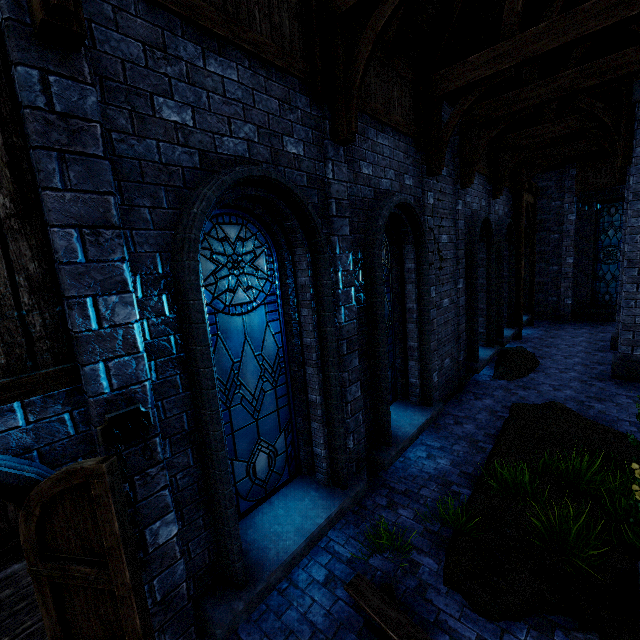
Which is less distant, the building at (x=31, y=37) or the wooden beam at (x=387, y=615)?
the building at (x=31, y=37)

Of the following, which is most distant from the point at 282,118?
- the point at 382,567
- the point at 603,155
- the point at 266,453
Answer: the point at 603,155

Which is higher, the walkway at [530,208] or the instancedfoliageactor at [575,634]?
the walkway at [530,208]

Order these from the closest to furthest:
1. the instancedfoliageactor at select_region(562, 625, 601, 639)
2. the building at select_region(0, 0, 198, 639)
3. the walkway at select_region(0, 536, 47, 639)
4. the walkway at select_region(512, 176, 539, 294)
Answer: the building at select_region(0, 0, 198, 639) → the instancedfoliageactor at select_region(562, 625, 601, 639) → the walkway at select_region(0, 536, 47, 639) → the walkway at select_region(512, 176, 539, 294)

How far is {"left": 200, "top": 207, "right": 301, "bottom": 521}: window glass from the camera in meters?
3.6 m

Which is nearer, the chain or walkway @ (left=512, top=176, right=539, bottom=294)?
the chain

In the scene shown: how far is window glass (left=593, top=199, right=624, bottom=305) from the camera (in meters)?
14.08

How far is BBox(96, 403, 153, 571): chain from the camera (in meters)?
2.39
